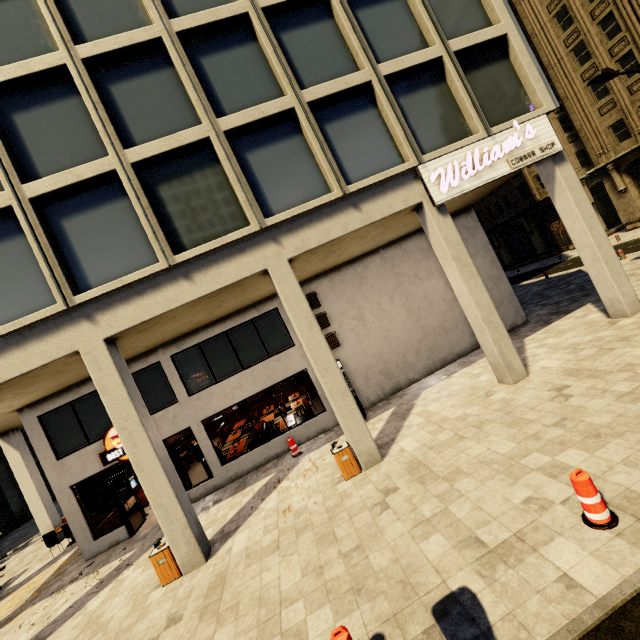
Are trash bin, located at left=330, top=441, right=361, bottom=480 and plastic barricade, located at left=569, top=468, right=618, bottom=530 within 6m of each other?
yes

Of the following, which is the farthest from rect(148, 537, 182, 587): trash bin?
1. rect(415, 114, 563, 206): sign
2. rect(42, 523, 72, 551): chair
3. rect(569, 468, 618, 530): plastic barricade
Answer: rect(415, 114, 563, 206): sign

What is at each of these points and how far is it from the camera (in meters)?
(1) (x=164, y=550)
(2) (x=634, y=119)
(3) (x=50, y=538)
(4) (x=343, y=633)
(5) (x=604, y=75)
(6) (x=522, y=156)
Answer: (1) trash bin, 7.72
(2) building, 23.14
(3) chair, 13.62
(4) plastic barricade, 3.72
(5) street light, 11.80
(6) sign, 9.80

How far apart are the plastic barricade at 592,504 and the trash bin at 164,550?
8.44m

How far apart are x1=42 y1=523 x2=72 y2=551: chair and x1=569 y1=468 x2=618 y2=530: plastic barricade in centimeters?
1863cm

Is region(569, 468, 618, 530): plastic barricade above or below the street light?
below

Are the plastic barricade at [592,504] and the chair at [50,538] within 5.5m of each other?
no

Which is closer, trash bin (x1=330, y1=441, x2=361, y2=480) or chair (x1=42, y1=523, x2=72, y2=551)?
trash bin (x1=330, y1=441, x2=361, y2=480)
